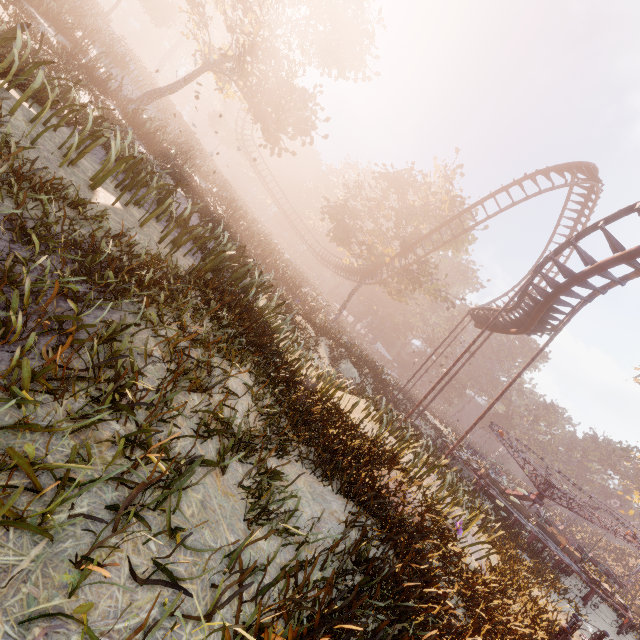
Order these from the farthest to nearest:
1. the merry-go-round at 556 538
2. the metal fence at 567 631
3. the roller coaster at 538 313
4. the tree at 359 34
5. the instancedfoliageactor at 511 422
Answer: the instancedfoliageactor at 511 422, the tree at 359 34, the merry-go-round at 556 538, the roller coaster at 538 313, the metal fence at 567 631

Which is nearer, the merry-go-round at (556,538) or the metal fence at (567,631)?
the metal fence at (567,631)

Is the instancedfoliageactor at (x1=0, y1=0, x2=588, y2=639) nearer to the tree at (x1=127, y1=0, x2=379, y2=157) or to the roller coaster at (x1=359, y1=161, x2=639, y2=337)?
the roller coaster at (x1=359, y1=161, x2=639, y2=337)

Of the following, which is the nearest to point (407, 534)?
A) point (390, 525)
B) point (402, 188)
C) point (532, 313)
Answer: point (390, 525)

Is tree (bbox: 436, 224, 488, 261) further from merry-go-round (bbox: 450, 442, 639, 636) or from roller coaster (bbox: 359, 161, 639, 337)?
merry-go-round (bbox: 450, 442, 639, 636)

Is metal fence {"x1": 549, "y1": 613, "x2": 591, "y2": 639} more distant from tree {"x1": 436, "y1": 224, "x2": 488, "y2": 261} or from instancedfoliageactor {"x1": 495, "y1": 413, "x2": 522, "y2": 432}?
instancedfoliageactor {"x1": 495, "y1": 413, "x2": 522, "y2": 432}

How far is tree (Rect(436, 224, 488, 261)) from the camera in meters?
30.9 m

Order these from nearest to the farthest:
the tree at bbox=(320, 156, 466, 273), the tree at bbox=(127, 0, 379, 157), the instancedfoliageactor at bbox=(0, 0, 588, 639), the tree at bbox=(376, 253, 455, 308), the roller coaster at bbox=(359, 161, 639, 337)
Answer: the instancedfoliageactor at bbox=(0, 0, 588, 639) → the roller coaster at bbox=(359, 161, 639, 337) → the tree at bbox=(127, 0, 379, 157) → the tree at bbox=(320, 156, 466, 273) → the tree at bbox=(376, 253, 455, 308)
